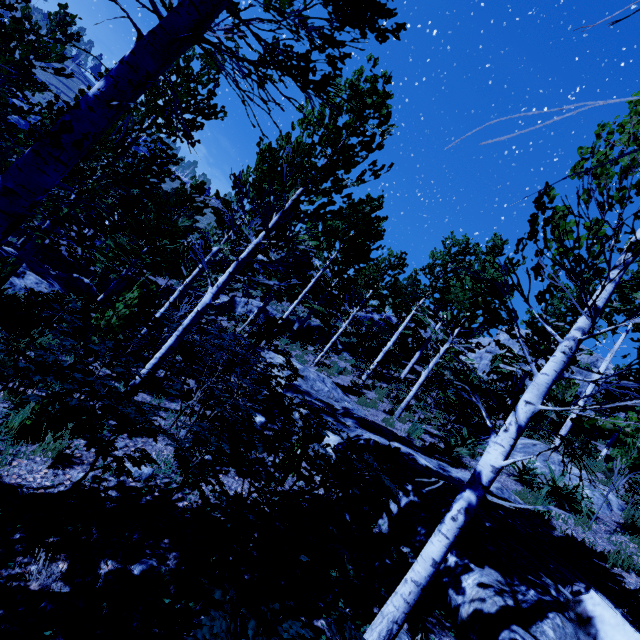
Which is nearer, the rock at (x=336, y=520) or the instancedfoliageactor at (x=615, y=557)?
the rock at (x=336, y=520)

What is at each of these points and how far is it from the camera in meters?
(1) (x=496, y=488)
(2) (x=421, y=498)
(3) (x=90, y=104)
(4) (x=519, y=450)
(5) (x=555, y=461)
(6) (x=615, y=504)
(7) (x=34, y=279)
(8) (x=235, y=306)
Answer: (1) rock, 6.5 m
(2) rock, 4.6 m
(3) instancedfoliageactor, 2.6 m
(4) rock, 9.8 m
(5) rock, 9.3 m
(6) rock, 8.5 m
(7) rock, 13.5 m
(8) rock, 26.3 m

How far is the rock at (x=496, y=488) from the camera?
6.06m

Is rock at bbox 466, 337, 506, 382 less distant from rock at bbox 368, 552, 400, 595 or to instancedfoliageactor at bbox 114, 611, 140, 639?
instancedfoliageactor at bbox 114, 611, 140, 639

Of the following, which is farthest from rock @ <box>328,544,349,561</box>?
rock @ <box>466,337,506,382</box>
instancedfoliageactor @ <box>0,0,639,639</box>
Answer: rock @ <box>466,337,506,382</box>

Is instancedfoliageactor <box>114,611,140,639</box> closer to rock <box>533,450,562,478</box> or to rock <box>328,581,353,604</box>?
rock <box>328,581,353,604</box>

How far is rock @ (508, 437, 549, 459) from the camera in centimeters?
959cm

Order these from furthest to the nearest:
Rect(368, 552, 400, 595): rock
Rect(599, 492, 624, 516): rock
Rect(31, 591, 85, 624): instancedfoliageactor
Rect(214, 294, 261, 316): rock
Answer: Rect(214, 294, 261, 316): rock
Rect(599, 492, 624, 516): rock
Rect(368, 552, 400, 595): rock
Rect(31, 591, 85, 624): instancedfoliageactor
